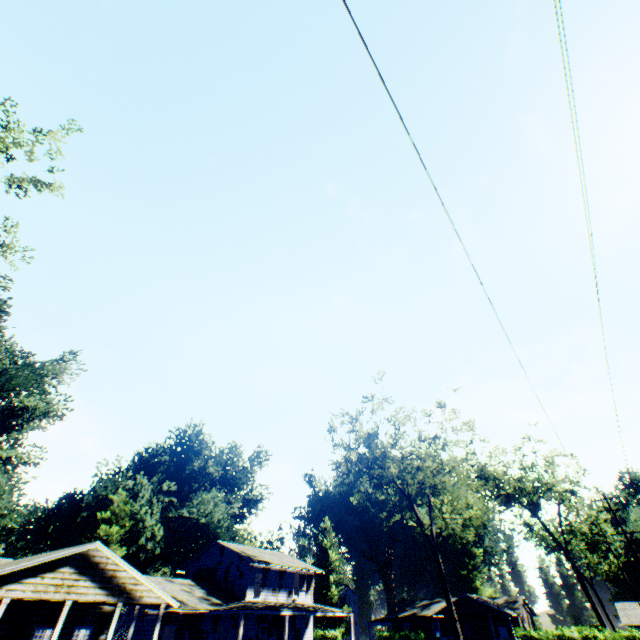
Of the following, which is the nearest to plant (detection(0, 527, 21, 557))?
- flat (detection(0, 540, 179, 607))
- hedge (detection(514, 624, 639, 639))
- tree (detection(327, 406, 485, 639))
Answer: flat (detection(0, 540, 179, 607))

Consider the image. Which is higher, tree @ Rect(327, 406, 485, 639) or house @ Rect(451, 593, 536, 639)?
tree @ Rect(327, 406, 485, 639)

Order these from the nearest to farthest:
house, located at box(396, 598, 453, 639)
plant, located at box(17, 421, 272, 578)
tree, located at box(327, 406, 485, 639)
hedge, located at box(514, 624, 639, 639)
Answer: tree, located at box(327, 406, 485, 639) → hedge, located at box(514, 624, 639, 639) → plant, located at box(17, 421, 272, 578) → house, located at box(396, 598, 453, 639)

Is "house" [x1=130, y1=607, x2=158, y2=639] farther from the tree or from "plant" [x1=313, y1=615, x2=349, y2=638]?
"plant" [x1=313, y1=615, x2=349, y2=638]

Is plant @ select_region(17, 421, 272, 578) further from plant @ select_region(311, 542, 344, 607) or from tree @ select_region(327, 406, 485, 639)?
tree @ select_region(327, 406, 485, 639)

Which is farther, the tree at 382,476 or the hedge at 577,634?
the hedge at 577,634

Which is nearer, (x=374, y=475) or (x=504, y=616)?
(x=374, y=475)

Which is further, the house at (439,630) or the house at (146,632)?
the house at (439,630)
